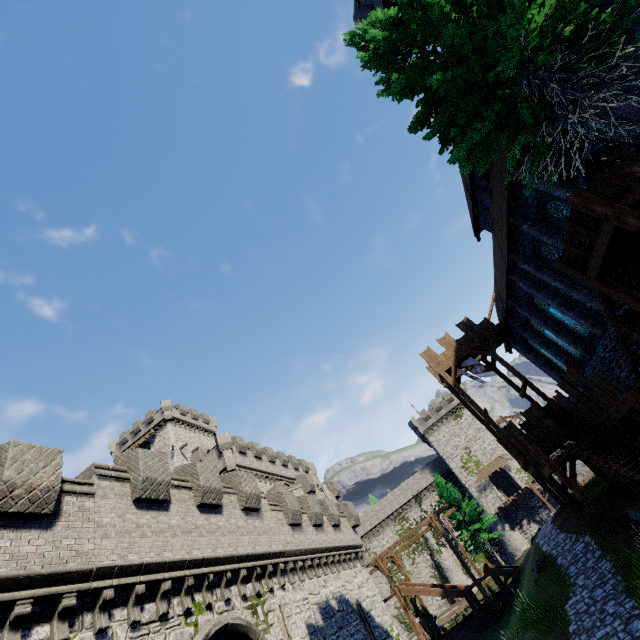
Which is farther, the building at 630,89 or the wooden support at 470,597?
the wooden support at 470,597

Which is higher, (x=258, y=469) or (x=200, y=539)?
(x=258, y=469)

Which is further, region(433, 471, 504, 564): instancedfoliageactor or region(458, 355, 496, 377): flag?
region(433, 471, 504, 564): instancedfoliageactor

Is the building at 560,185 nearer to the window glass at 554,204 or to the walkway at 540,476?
the window glass at 554,204

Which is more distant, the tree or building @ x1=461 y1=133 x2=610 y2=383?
building @ x1=461 y1=133 x2=610 y2=383

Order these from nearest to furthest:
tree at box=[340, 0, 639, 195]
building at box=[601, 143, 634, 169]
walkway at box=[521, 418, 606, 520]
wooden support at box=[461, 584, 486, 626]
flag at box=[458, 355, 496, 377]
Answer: tree at box=[340, 0, 639, 195]
walkway at box=[521, 418, 606, 520]
building at box=[601, 143, 634, 169]
flag at box=[458, 355, 496, 377]
wooden support at box=[461, 584, 486, 626]

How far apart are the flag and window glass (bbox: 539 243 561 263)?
9.78m

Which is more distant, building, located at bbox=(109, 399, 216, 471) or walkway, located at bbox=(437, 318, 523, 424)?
building, located at bbox=(109, 399, 216, 471)
